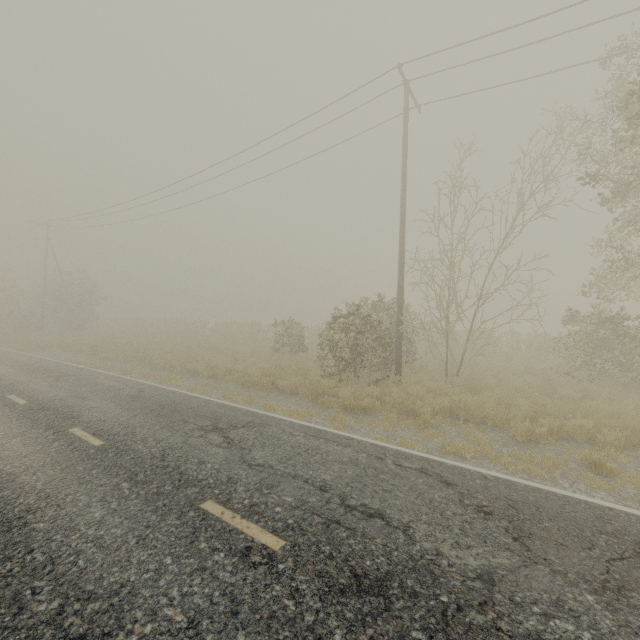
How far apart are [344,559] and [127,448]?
5.1m
